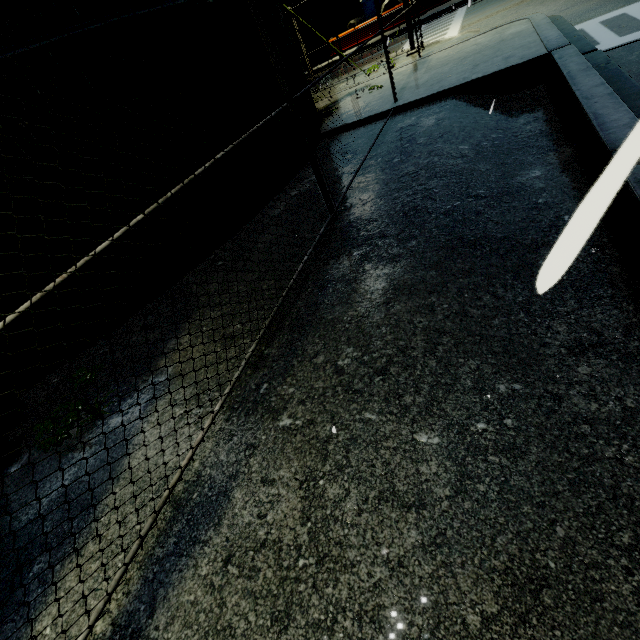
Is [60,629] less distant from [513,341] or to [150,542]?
[150,542]

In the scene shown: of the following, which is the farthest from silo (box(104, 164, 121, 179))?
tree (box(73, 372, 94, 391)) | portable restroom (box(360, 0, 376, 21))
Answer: portable restroom (box(360, 0, 376, 21))

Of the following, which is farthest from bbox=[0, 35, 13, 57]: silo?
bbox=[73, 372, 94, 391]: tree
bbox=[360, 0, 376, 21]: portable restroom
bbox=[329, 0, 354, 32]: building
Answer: bbox=[360, 0, 376, 21]: portable restroom

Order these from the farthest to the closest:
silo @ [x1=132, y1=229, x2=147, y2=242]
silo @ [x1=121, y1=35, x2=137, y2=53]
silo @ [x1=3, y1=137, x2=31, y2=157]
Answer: silo @ [x1=132, y1=229, x2=147, y2=242], silo @ [x1=121, y1=35, x2=137, y2=53], silo @ [x1=3, y1=137, x2=31, y2=157]

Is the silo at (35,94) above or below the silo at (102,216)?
above

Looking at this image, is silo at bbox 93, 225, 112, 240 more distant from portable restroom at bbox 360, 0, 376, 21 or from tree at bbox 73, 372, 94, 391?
portable restroom at bbox 360, 0, 376, 21

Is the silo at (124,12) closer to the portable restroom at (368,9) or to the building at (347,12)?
the building at (347,12)

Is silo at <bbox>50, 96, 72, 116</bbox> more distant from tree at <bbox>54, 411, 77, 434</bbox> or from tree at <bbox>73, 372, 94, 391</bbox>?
tree at <bbox>54, 411, 77, 434</bbox>
